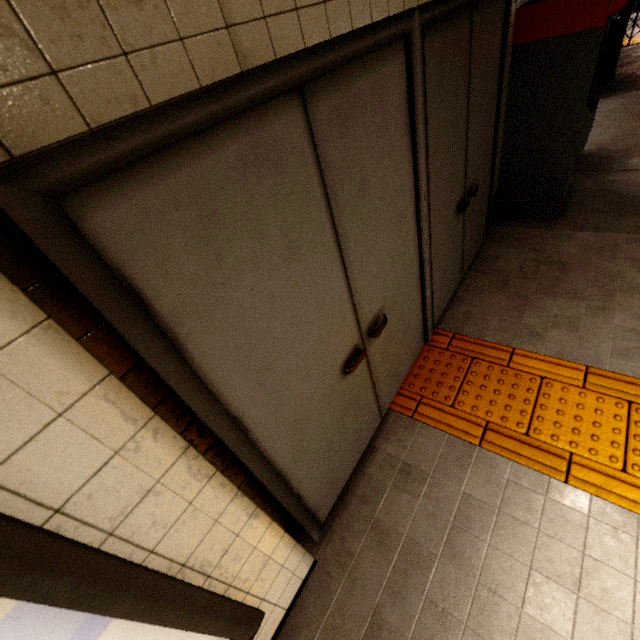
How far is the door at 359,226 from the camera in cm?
79

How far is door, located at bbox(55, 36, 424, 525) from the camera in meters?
0.8

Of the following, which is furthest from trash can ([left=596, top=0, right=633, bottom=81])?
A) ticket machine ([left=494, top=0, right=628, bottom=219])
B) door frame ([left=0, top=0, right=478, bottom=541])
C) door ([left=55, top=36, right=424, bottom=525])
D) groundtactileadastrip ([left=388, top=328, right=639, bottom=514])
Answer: door ([left=55, top=36, right=424, bottom=525])

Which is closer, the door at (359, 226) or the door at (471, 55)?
the door at (359, 226)

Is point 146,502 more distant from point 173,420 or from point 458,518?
point 458,518

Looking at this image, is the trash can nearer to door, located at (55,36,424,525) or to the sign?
door, located at (55,36,424,525)

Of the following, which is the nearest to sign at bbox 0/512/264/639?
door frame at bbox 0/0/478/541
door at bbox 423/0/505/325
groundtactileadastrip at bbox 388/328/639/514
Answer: door frame at bbox 0/0/478/541

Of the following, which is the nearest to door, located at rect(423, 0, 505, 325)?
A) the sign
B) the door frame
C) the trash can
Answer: the door frame
